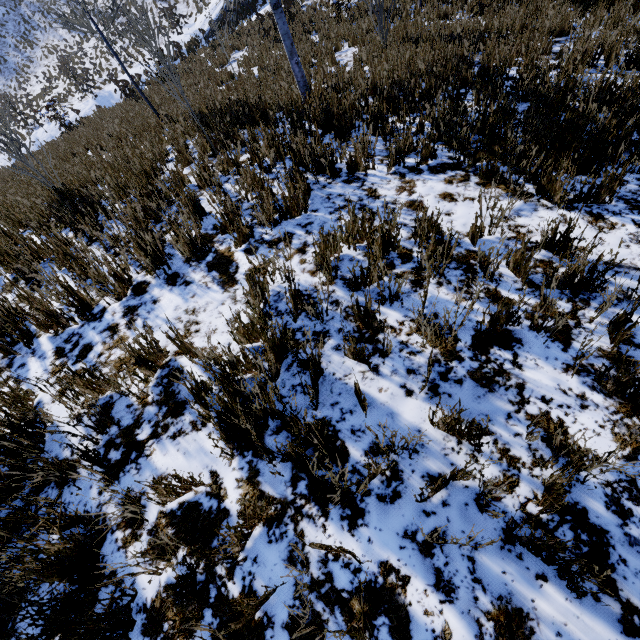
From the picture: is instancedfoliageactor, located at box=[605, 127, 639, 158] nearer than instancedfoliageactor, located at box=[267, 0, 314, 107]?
Yes

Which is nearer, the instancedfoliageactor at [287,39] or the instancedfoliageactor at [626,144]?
the instancedfoliageactor at [626,144]

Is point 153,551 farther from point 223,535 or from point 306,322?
point 306,322

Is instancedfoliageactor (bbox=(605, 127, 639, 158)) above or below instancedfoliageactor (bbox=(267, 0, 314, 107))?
below

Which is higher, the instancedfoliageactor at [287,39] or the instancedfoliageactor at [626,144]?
the instancedfoliageactor at [287,39]
